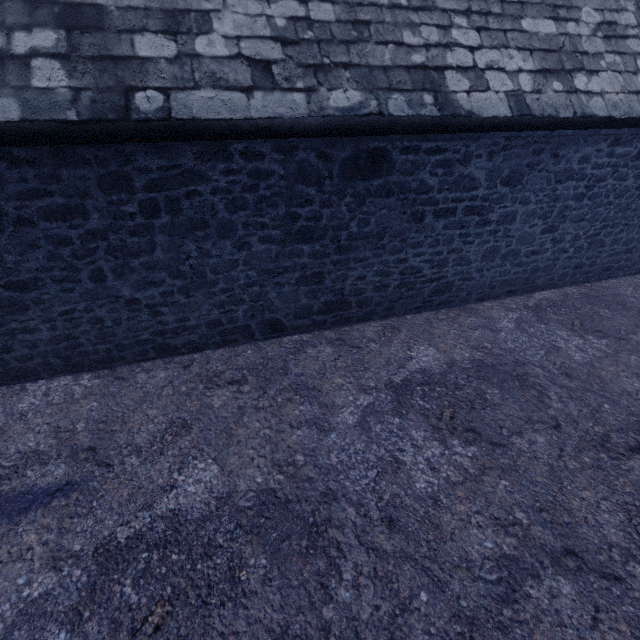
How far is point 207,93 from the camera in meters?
3.0
